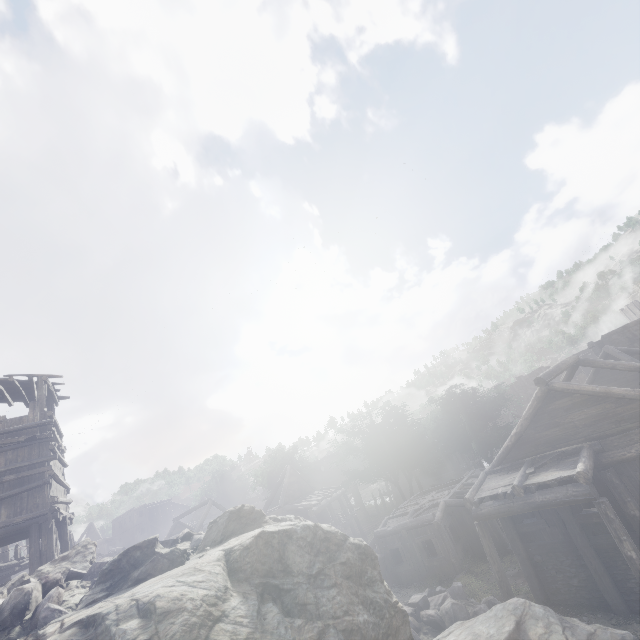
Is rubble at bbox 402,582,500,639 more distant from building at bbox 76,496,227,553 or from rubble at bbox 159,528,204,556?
rubble at bbox 159,528,204,556

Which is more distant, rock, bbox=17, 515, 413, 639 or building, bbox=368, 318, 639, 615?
building, bbox=368, 318, 639, 615

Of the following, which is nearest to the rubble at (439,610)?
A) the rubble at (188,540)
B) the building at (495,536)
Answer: the building at (495,536)

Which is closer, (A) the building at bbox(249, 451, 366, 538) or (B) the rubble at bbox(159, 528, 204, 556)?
(B) the rubble at bbox(159, 528, 204, 556)

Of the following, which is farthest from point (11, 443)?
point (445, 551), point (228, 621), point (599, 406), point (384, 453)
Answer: point (384, 453)

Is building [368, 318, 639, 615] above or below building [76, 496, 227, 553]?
below

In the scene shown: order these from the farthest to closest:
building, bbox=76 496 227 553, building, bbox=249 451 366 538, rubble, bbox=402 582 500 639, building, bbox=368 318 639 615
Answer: building, bbox=76 496 227 553 → building, bbox=249 451 366 538 → rubble, bbox=402 582 500 639 → building, bbox=368 318 639 615

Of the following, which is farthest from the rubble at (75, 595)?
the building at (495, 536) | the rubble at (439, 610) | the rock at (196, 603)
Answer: the rubble at (439, 610)
